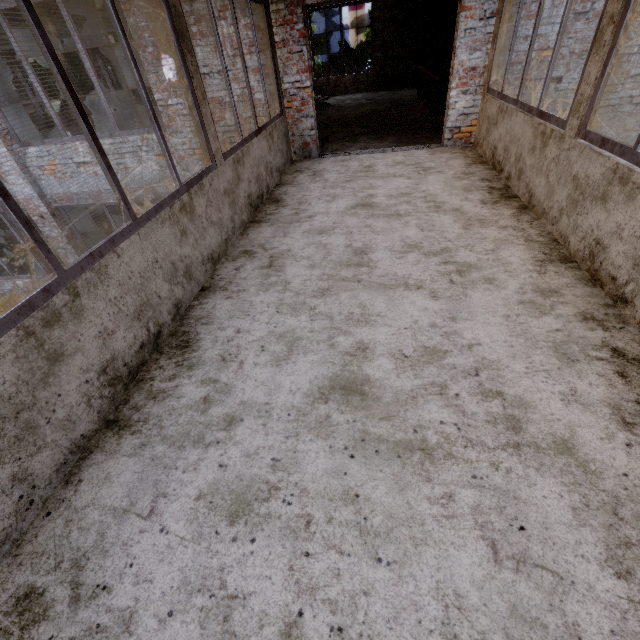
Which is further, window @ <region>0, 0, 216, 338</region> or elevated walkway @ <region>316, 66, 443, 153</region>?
elevated walkway @ <region>316, 66, 443, 153</region>

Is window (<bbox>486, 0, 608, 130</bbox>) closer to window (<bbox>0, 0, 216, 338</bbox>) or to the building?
the building

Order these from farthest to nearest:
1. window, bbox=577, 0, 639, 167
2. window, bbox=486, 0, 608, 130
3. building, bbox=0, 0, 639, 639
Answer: window, bbox=486, 0, 608, 130, window, bbox=577, 0, 639, 167, building, bbox=0, 0, 639, 639

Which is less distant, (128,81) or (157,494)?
(157,494)

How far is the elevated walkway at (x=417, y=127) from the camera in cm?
679

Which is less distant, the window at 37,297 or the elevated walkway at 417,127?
the window at 37,297

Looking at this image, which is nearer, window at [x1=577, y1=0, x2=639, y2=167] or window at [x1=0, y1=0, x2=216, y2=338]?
window at [x1=0, y1=0, x2=216, y2=338]

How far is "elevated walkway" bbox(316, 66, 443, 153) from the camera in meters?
6.8 m
